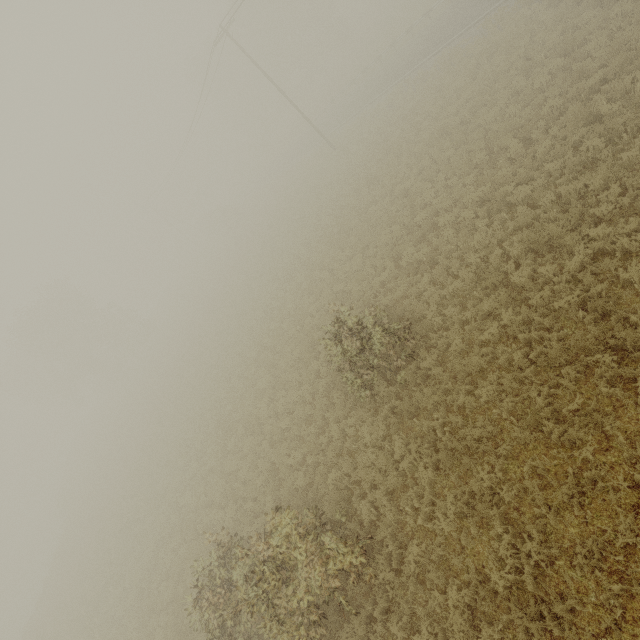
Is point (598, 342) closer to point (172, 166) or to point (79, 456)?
point (172, 166)

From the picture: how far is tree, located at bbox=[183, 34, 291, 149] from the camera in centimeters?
4969cm

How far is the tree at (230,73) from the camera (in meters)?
49.69

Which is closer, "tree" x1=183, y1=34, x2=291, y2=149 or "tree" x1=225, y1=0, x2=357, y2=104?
"tree" x1=225, y1=0, x2=357, y2=104

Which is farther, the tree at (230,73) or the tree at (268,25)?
the tree at (230,73)
